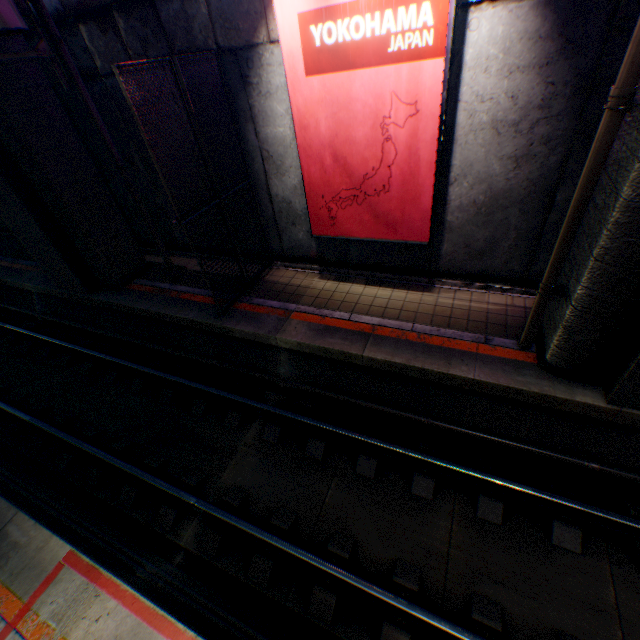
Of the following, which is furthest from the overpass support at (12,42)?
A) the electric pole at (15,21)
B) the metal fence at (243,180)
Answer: the electric pole at (15,21)

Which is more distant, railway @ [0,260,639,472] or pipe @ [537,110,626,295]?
railway @ [0,260,639,472]

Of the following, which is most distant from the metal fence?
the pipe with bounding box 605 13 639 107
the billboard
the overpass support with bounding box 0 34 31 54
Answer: the pipe with bounding box 605 13 639 107

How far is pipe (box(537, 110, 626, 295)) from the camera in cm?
359

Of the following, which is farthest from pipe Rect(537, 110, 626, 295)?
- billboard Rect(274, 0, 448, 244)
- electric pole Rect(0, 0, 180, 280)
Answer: electric pole Rect(0, 0, 180, 280)

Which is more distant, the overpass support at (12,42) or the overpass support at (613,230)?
the overpass support at (12,42)

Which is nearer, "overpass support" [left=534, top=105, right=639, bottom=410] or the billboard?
"overpass support" [left=534, top=105, right=639, bottom=410]

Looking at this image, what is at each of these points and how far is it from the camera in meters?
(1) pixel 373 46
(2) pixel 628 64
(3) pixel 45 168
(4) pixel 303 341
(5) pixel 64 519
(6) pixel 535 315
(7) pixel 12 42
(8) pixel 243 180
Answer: (1) billboard, 4.9 m
(2) pipe, 3.2 m
(3) overpass support, 7.5 m
(4) railway, 6.8 m
(5) railway, 5.3 m
(6) pipe, 5.4 m
(7) overpass support, 6.7 m
(8) metal fence, 7.6 m
